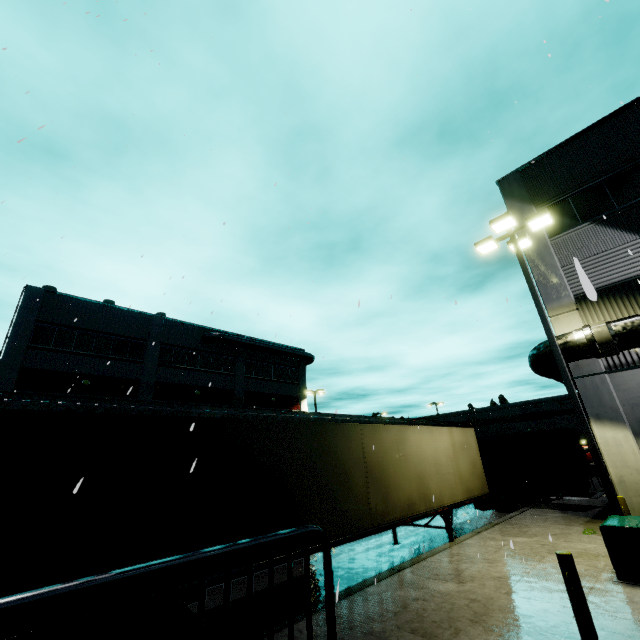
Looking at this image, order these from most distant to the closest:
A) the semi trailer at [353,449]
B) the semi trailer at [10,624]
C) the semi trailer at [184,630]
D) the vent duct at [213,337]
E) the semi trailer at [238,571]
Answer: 1. the vent duct at [213,337]
2. the semi trailer at [238,571]
3. the semi trailer at [184,630]
4. the semi trailer at [353,449]
5. the semi trailer at [10,624]

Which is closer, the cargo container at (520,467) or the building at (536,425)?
the cargo container at (520,467)

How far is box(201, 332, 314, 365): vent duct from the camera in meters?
29.3

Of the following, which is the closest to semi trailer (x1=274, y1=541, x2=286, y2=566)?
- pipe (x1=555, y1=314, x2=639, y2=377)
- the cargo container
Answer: the cargo container

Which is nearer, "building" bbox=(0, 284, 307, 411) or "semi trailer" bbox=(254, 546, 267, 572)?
"semi trailer" bbox=(254, 546, 267, 572)

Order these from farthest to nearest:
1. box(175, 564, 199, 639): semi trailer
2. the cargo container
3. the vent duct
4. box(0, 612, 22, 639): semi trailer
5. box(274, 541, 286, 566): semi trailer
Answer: the vent duct < the cargo container < box(274, 541, 286, 566): semi trailer < box(175, 564, 199, 639): semi trailer < box(0, 612, 22, 639): semi trailer

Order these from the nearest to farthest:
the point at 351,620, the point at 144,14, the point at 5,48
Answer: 1. the point at 5,48
2. the point at 351,620
3. the point at 144,14

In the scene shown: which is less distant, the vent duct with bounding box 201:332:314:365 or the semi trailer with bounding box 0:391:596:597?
the semi trailer with bounding box 0:391:596:597
